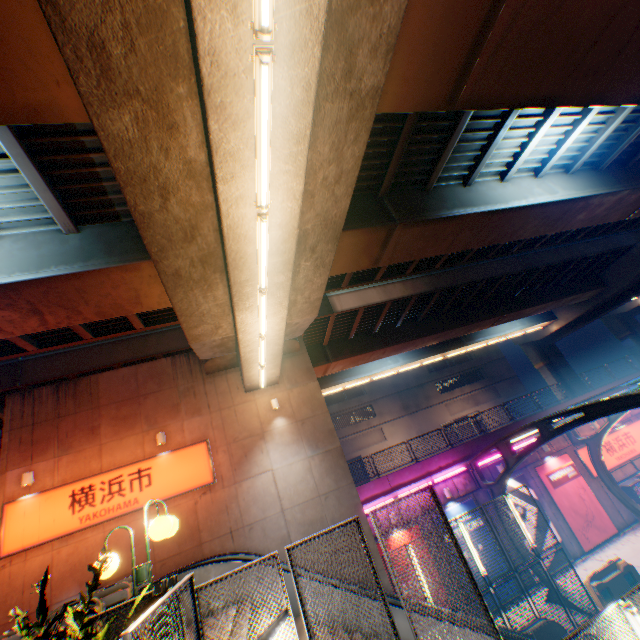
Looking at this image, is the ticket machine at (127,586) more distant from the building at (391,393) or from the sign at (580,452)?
the building at (391,393)

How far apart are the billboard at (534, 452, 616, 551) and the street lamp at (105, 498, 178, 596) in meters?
21.0 m

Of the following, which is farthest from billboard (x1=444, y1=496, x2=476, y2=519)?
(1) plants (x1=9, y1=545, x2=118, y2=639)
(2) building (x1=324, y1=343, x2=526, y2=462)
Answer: (2) building (x1=324, y1=343, x2=526, y2=462)

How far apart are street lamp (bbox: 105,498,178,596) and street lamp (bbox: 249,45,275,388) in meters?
4.6

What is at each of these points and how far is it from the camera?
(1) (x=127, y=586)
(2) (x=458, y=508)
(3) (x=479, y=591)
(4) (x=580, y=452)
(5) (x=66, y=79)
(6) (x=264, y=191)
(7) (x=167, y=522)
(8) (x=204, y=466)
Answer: (1) ticket machine, 8.9m
(2) billboard, 17.0m
(3) metal fence, 4.7m
(4) sign, 19.5m
(5) overpass support, 4.5m
(6) street lamp, 5.3m
(7) street lamp, 4.3m
(8) sign, 12.4m

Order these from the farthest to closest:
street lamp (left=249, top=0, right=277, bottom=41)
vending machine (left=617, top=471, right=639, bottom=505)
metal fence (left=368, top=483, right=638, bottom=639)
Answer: vending machine (left=617, top=471, right=639, bottom=505), metal fence (left=368, top=483, right=638, bottom=639), street lamp (left=249, top=0, right=277, bottom=41)

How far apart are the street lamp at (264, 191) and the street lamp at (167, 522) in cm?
456

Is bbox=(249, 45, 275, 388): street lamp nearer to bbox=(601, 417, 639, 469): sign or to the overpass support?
the overpass support
